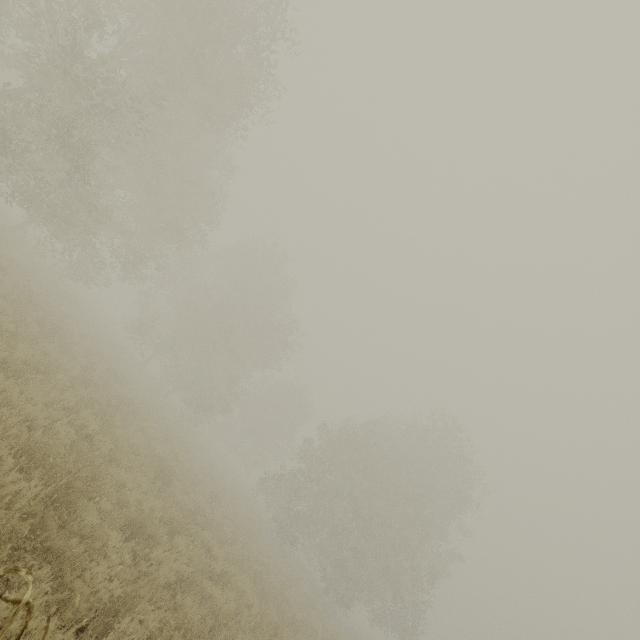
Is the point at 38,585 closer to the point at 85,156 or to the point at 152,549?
the point at 152,549
